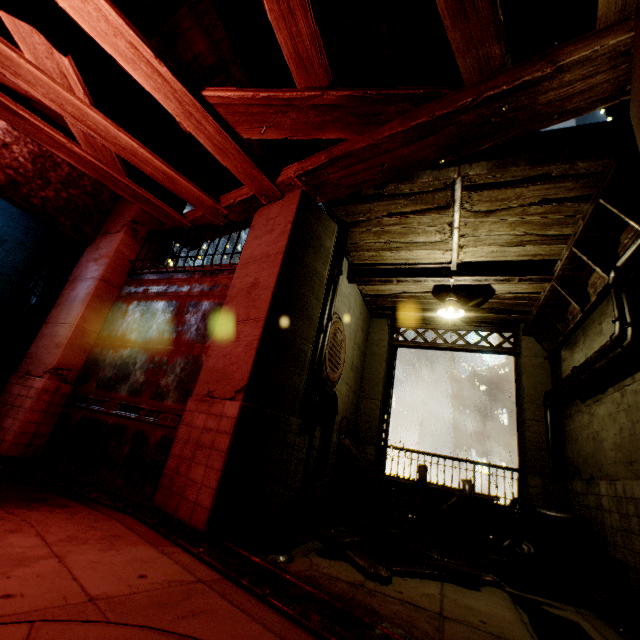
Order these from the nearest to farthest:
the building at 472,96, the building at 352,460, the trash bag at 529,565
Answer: the building at 472,96, the trash bag at 529,565, the building at 352,460

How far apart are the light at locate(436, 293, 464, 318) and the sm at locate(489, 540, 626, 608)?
4.5 meters

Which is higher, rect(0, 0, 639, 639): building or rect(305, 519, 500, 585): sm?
rect(0, 0, 639, 639): building

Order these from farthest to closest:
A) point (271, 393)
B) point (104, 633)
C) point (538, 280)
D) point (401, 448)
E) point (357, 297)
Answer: point (401, 448)
point (357, 297)
point (538, 280)
point (271, 393)
point (104, 633)

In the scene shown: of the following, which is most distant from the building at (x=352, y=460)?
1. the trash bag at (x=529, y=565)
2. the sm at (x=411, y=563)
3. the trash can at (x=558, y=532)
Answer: the trash bag at (x=529, y=565)

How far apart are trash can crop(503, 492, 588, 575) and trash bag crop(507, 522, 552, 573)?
0.11m

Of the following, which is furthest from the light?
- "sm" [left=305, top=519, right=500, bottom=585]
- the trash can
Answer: "sm" [left=305, top=519, right=500, bottom=585]

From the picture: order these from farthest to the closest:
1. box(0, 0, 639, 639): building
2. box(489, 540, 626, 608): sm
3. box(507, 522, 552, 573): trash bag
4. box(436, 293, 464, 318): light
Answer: box(436, 293, 464, 318): light < box(507, 522, 552, 573): trash bag < box(489, 540, 626, 608): sm < box(0, 0, 639, 639): building
